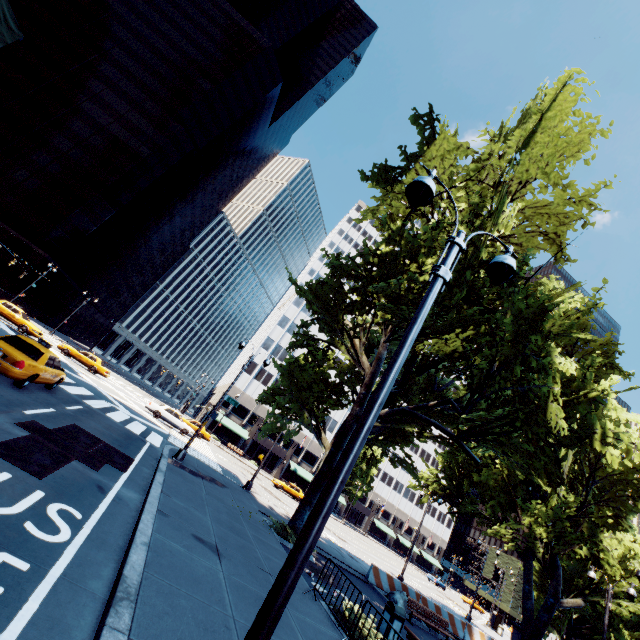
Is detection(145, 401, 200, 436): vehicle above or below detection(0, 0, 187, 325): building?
below

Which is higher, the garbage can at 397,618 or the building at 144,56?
the building at 144,56

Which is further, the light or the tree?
the tree

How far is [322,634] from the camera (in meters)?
7.59

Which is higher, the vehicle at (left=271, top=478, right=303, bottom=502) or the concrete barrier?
the vehicle at (left=271, top=478, right=303, bottom=502)

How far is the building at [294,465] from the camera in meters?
57.2 m

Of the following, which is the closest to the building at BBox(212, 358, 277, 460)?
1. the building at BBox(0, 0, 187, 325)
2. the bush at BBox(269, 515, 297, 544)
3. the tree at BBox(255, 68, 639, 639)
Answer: the tree at BBox(255, 68, 639, 639)

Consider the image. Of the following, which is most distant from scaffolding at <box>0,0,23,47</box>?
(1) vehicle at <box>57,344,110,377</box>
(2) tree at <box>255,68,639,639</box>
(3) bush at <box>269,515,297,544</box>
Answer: (3) bush at <box>269,515,297,544</box>
